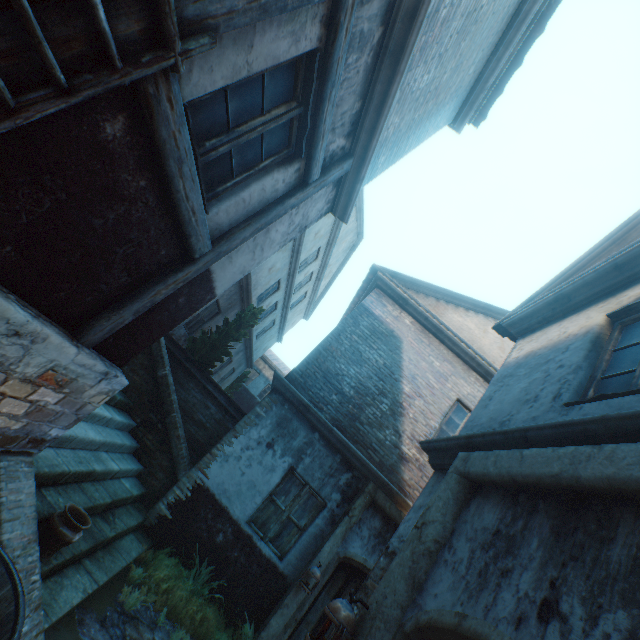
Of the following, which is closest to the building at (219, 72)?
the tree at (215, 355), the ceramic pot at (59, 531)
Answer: the ceramic pot at (59, 531)

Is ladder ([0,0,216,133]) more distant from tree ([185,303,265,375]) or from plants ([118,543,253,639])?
tree ([185,303,265,375])

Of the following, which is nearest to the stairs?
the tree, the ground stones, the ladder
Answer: the ground stones

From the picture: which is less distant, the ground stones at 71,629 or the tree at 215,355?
the ground stones at 71,629

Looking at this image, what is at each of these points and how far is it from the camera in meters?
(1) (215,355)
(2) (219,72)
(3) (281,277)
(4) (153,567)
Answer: (1) tree, 9.9 m
(2) building, 2.1 m
(3) building, 13.2 m
(4) plants, 5.1 m

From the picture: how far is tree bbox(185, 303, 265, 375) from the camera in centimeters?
960cm

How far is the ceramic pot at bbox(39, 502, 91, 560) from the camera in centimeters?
310cm

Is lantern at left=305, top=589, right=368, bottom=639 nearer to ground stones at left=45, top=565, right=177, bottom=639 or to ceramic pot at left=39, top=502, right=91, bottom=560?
ground stones at left=45, top=565, right=177, bottom=639
